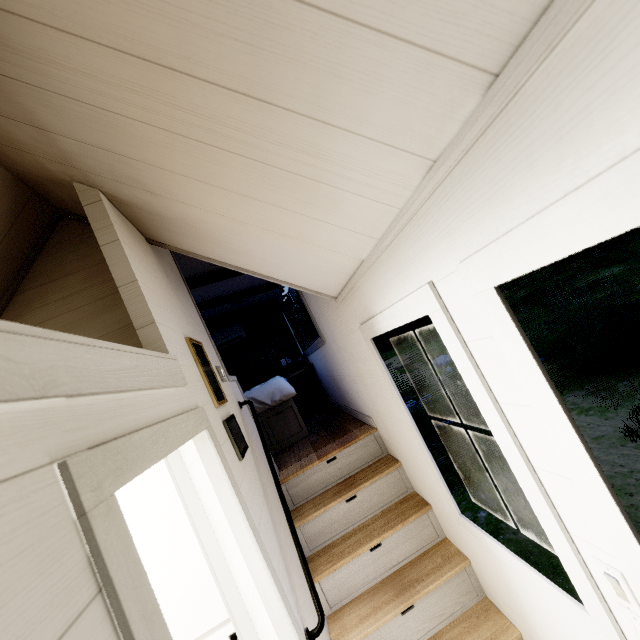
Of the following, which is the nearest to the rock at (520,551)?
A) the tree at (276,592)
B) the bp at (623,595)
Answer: the tree at (276,592)

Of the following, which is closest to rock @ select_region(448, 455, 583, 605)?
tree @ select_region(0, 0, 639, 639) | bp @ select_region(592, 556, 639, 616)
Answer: tree @ select_region(0, 0, 639, 639)

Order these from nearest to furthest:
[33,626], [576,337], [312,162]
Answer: [33,626], [312,162], [576,337]

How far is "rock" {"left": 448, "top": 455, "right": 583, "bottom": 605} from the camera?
4.0m

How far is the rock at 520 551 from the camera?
4.0 meters

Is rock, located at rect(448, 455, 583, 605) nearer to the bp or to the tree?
the tree
